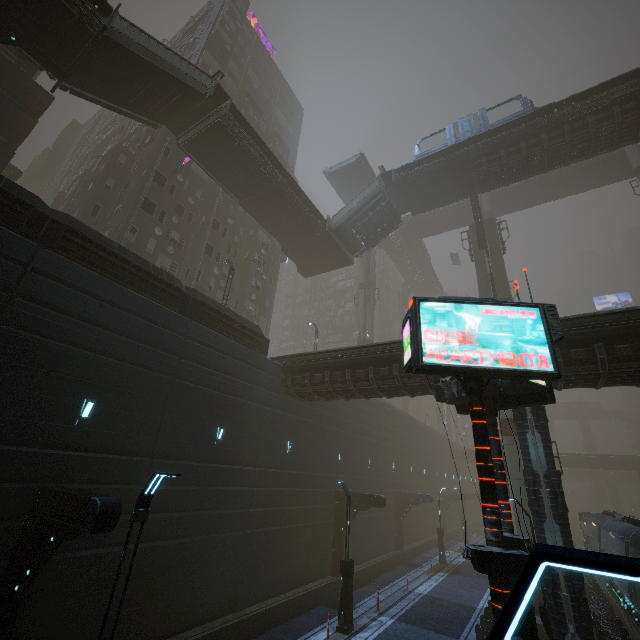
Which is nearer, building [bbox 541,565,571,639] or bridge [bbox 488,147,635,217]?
building [bbox 541,565,571,639]

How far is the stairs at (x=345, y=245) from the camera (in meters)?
28.88

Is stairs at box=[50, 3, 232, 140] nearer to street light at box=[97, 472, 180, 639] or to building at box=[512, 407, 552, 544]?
building at box=[512, 407, 552, 544]

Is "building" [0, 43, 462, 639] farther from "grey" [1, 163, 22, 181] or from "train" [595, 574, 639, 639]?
"grey" [1, 163, 22, 181]

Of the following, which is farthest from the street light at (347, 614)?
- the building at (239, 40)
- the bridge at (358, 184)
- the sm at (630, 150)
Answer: the bridge at (358, 184)

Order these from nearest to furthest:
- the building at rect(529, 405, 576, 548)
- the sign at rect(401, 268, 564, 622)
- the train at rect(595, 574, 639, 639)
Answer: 1. the sign at rect(401, 268, 564, 622)
2. the building at rect(529, 405, 576, 548)
3. the train at rect(595, 574, 639, 639)

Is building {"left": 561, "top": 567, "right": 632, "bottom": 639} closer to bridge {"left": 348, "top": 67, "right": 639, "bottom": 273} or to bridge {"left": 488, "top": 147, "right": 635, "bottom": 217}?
bridge {"left": 348, "top": 67, "right": 639, "bottom": 273}

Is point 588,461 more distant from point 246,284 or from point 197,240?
point 197,240
